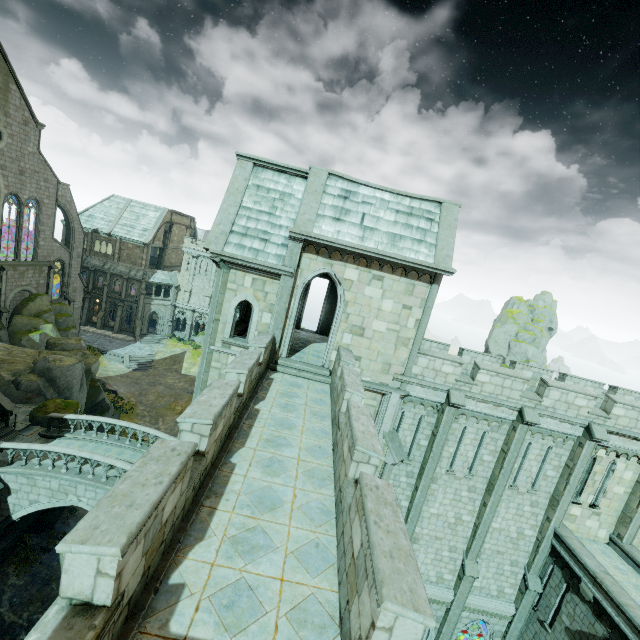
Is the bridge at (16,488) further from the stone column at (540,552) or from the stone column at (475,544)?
the stone column at (540,552)

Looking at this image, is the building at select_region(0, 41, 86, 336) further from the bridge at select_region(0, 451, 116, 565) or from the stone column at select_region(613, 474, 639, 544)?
the stone column at select_region(613, 474, 639, 544)

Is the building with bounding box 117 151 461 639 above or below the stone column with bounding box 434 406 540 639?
above

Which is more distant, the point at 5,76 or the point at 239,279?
the point at 5,76

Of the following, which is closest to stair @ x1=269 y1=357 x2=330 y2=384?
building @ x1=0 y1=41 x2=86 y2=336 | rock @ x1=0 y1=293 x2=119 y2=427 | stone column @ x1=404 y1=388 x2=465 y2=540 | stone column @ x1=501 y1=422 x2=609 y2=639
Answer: building @ x1=0 y1=41 x2=86 y2=336

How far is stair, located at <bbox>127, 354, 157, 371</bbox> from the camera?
42.12m

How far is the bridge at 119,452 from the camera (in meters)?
18.31

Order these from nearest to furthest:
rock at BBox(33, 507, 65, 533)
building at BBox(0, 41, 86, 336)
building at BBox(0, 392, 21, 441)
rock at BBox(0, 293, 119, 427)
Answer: building at BBox(0, 392, 21, 441) < rock at BBox(33, 507, 65, 533) < rock at BBox(0, 293, 119, 427) < building at BBox(0, 41, 86, 336)
